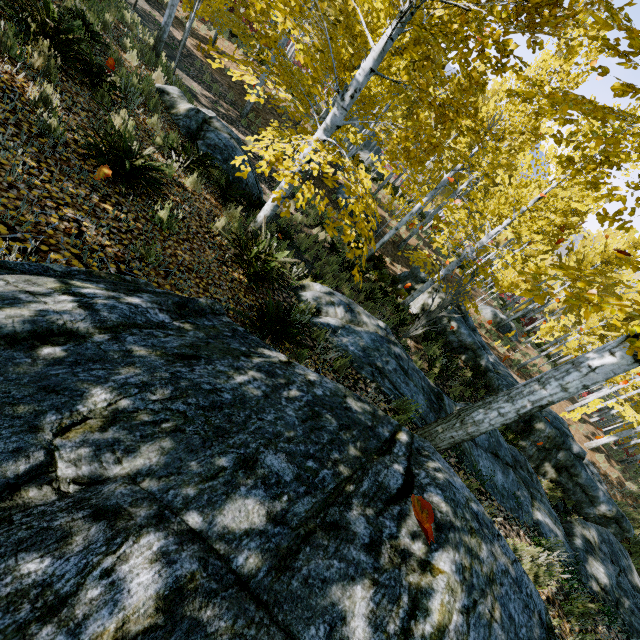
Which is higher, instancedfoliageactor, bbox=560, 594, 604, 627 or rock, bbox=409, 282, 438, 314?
instancedfoliageactor, bbox=560, 594, 604, 627

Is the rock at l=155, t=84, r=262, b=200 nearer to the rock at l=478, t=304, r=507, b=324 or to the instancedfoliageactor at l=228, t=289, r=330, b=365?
the instancedfoliageactor at l=228, t=289, r=330, b=365

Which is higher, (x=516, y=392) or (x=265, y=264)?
(x=516, y=392)

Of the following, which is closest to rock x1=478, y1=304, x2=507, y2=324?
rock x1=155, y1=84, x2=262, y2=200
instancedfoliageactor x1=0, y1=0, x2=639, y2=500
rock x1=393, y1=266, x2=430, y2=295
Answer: instancedfoliageactor x1=0, y1=0, x2=639, y2=500

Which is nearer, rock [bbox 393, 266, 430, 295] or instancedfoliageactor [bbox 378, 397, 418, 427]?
instancedfoliageactor [bbox 378, 397, 418, 427]

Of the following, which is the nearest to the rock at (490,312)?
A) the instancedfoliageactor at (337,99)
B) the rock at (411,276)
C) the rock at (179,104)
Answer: the instancedfoliageactor at (337,99)

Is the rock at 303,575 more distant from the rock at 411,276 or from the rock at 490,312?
the rock at 490,312

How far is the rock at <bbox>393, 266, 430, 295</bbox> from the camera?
15.2m
